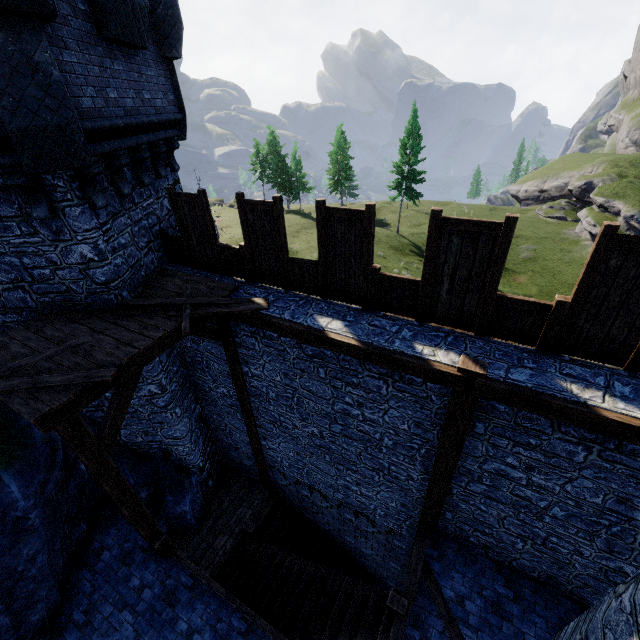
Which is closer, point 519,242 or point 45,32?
point 45,32

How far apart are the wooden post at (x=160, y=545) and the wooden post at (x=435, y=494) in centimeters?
570cm

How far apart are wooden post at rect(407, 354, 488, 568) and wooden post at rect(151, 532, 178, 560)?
→ 5.70m

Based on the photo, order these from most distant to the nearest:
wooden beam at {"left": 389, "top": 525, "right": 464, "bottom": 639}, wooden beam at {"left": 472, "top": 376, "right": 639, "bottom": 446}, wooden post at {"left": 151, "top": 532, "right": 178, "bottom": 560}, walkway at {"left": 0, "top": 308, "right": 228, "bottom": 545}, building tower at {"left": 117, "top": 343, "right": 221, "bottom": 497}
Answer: building tower at {"left": 117, "top": 343, "right": 221, "bottom": 497} → wooden post at {"left": 151, "top": 532, "right": 178, "bottom": 560} → wooden beam at {"left": 389, "top": 525, "right": 464, "bottom": 639} → walkway at {"left": 0, "top": 308, "right": 228, "bottom": 545} → wooden beam at {"left": 472, "top": 376, "right": 639, "bottom": 446}

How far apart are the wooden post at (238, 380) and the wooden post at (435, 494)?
4.70m

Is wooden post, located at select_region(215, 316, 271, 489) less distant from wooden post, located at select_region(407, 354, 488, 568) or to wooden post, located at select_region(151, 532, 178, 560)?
wooden post, located at select_region(151, 532, 178, 560)

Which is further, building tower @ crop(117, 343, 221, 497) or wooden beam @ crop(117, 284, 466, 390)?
building tower @ crop(117, 343, 221, 497)

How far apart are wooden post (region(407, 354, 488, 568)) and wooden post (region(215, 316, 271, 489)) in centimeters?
470cm
